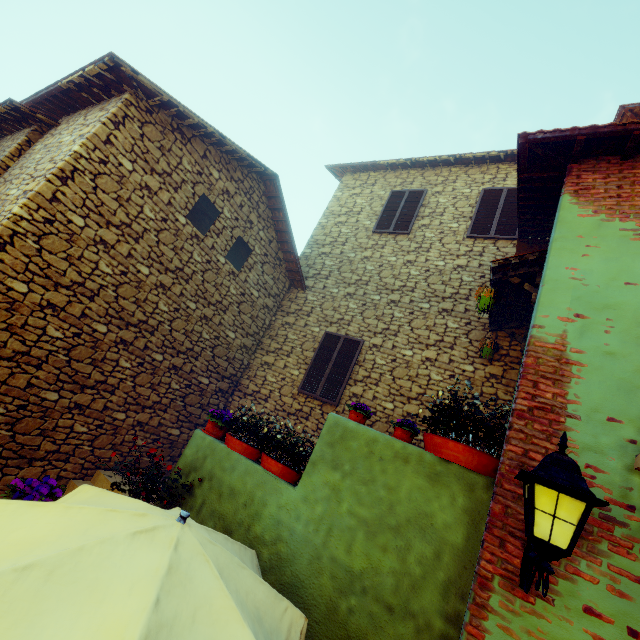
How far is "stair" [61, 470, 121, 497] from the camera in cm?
546

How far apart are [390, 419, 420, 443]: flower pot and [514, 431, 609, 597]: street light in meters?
1.0 m

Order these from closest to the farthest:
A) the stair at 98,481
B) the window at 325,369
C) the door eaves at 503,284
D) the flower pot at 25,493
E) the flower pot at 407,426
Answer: the flower pot at 25,493 → the flower pot at 407,426 → the door eaves at 503,284 → the stair at 98,481 → the window at 325,369

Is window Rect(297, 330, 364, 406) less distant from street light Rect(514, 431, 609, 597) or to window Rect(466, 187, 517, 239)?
window Rect(466, 187, 517, 239)

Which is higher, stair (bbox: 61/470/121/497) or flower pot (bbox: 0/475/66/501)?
flower pot (bbox: 0/475/66/501)

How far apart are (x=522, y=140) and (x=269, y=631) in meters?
5.1 m

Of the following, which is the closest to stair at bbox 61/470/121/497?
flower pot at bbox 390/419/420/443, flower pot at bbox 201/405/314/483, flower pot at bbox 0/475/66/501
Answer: flower pot at bbox 0/475/66/501

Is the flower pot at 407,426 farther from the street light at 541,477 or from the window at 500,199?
the window at 500,199
